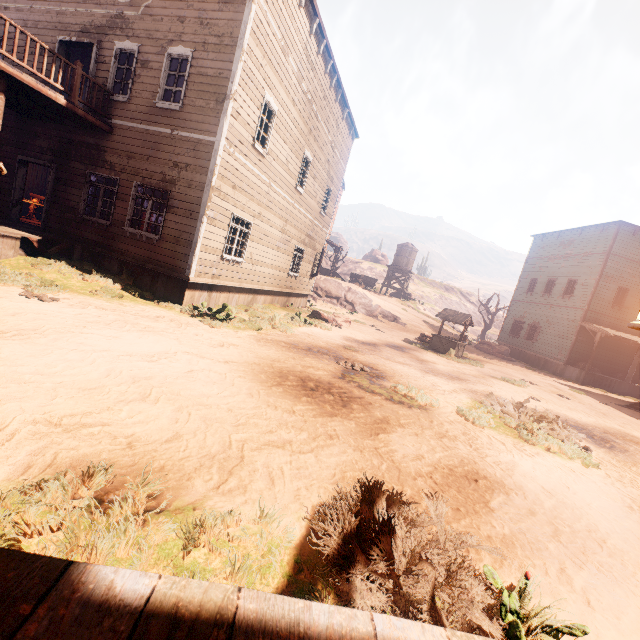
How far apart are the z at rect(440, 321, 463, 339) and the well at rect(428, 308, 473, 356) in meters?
16.9 m

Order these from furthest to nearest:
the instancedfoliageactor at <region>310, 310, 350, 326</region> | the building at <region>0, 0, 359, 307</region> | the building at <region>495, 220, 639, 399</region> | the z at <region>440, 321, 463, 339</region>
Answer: the z at <region>440, 321, 463, 339</region>, the building at <region>495, 220, 639, 399</region>, the instancedfoliageactor at <region>310, 310, 350, 326</region>, the building at <region>0, 0, 359, 307</region>

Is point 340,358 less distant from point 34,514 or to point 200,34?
point 34,514

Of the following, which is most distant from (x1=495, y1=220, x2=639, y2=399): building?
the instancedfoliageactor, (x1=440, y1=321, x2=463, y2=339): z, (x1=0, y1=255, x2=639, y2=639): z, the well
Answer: the well

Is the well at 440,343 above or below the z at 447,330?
below

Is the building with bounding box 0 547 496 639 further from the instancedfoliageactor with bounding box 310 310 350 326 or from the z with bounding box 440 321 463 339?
the z with bounding box 440 321 463 339

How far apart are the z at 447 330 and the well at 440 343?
16.92m

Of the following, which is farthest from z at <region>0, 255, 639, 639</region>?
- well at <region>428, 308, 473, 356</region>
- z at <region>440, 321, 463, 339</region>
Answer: z at <region>440, 321, 463, 339</region>
